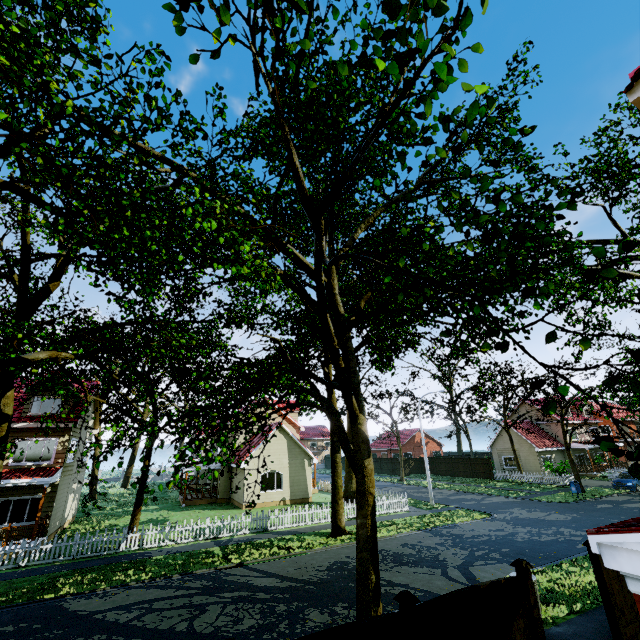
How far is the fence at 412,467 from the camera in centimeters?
4715cm

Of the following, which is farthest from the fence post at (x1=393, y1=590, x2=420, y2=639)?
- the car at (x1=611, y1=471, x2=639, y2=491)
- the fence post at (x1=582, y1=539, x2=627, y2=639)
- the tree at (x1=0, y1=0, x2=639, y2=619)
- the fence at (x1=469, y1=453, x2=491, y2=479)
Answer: the car at (x1=611, y1=471, x2=639, y2=491)

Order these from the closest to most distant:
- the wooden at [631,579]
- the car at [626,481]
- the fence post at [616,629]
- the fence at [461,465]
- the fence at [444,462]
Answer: the wooden at [631,579]
the fence post at [616,629]
the car at [626,481]
the fence at [461,465]
the fence at [444,462]

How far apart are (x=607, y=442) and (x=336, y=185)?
4.2 meters

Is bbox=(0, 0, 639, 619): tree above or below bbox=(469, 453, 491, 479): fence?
above

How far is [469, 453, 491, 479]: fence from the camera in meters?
38.4

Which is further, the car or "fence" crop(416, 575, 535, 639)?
the car
